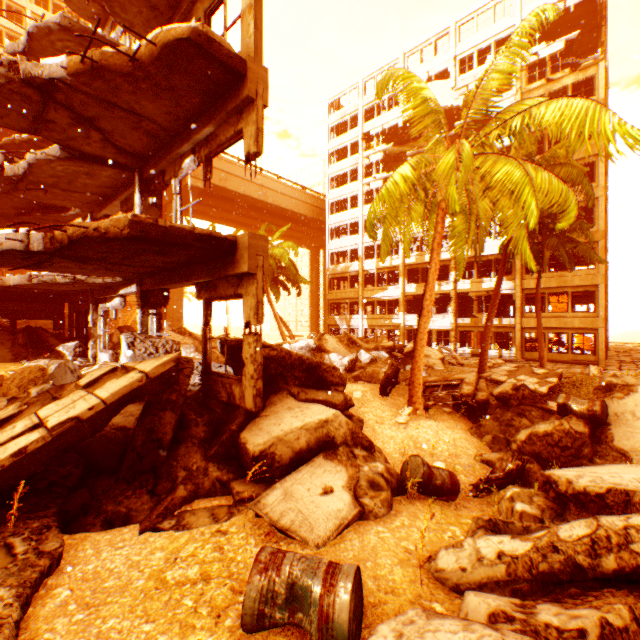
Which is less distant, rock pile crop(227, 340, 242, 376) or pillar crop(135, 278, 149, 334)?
rock pile crop(227, 340, 242, 376)

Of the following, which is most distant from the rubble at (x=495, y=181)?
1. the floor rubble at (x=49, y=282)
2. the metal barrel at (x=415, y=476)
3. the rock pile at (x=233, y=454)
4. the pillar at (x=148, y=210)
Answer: the floor rubble at (x=49, y=282)

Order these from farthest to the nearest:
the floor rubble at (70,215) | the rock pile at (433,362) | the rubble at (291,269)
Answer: the rubble at (291,269)
the rock pile at (433,362)
the floor rubble at (70,215)

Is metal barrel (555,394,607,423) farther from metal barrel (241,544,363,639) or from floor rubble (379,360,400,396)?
metal barrel (241,544,363,639)

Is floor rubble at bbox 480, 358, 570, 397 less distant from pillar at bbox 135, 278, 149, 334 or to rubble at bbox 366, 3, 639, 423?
rubble at bbox 366, 3, 639, 423

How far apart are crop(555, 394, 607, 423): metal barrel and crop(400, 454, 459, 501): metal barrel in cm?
375

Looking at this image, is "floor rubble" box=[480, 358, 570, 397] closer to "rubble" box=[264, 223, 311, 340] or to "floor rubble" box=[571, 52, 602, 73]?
"rubble" box=[264, 223, 311, 340]

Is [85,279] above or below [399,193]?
below
